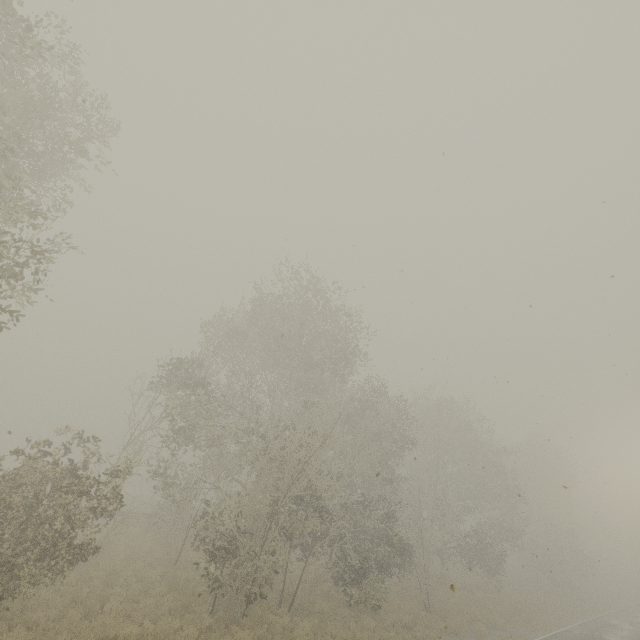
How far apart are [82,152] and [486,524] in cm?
3915
